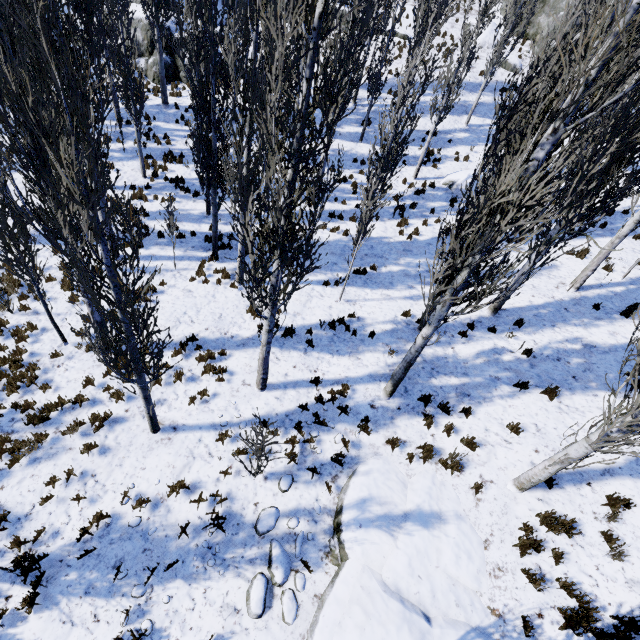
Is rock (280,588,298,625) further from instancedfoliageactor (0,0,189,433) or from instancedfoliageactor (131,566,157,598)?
instancedfoliageactor (131,566,157,598)

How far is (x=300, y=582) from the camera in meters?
5.8 m

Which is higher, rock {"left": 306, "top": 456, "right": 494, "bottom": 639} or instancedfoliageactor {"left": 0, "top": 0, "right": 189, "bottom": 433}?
instancedfoliageactor {"left": 0, "top": 0, "right": 189, "bottom": 433}

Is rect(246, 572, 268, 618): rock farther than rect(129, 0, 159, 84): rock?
No

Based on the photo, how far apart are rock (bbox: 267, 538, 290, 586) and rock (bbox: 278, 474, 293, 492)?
0.81m

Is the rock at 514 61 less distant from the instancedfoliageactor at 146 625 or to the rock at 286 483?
the instancedfoliageactor at 146 625

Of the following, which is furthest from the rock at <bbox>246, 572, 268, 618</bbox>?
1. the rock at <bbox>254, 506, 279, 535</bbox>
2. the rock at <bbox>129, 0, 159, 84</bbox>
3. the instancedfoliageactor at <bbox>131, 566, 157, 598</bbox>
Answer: the rock at <bbox>129, 0, 159, 84</bbox>

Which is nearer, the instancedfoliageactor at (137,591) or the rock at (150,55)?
the instancedfoliageactor at (137,591)
